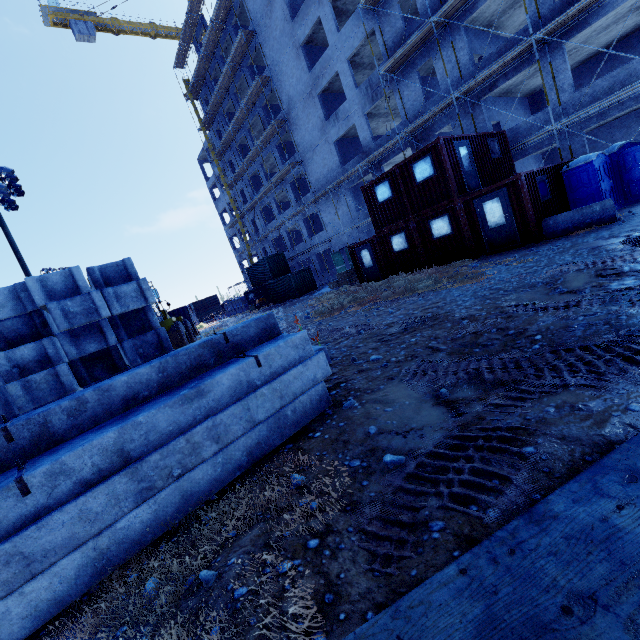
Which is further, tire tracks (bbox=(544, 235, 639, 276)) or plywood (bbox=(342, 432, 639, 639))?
tire tracks (bbox=(544, 235, 639, 276))

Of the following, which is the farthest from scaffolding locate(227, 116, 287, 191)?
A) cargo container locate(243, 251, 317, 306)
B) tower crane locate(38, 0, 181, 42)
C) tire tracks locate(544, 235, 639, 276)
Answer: tower crane locate(38, 0, 181, 42)

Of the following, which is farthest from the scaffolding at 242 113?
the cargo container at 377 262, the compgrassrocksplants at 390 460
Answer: the compgrassrocksplants at 390 460

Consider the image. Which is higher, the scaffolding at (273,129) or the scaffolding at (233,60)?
the scaffolding at (233,60)

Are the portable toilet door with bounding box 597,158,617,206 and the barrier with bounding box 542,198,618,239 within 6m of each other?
yes

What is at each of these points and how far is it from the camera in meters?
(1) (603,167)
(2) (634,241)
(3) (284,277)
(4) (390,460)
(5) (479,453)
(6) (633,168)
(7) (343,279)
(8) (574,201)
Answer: (1) portable toilet door, 12.4 m
(2) tire tracks, 7.2 m
(3) cargo container, 31.7 m
(4) compgrassrocksplants, 3.0 m
(5) tire tracks, 2.6 m
(6) portable toilet door, 12.2 m
(7) plywood, 23.6 m
(8) portable toilet, 13.1 m

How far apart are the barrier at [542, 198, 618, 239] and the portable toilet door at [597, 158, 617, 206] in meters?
2.4 m

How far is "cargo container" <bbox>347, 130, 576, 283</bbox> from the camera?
12.1 meters
